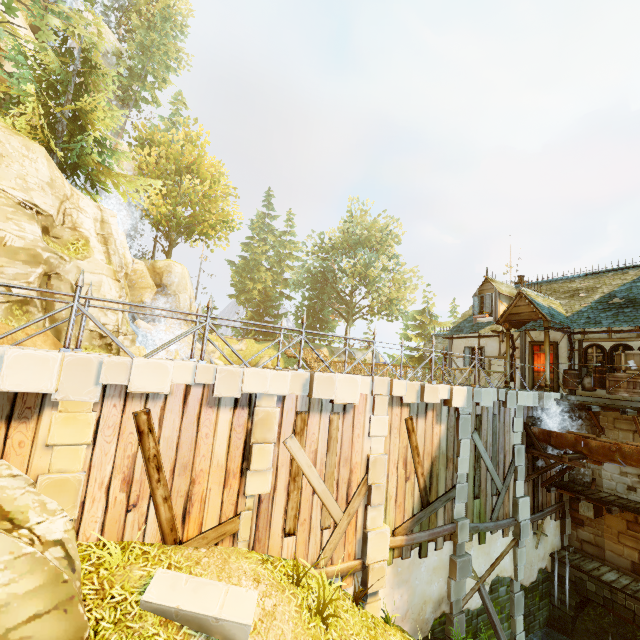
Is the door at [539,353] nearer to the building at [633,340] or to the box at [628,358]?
the building at [633,340]

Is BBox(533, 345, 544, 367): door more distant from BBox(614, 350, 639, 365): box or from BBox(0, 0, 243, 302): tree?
BBox(0, 0, 243, 302): tree

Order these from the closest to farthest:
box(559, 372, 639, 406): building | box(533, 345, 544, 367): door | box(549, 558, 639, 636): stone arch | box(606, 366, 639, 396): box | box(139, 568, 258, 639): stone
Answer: box(139, 568, 258, 639): stone, box(549, 558, 639, 636): stone arch, box(606, 366, 639, 396): box, box(559, 372, 639, 406): building, box(533, 345, 544, 367): door

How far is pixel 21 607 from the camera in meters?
3.7

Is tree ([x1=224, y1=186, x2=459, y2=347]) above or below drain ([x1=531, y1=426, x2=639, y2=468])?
above

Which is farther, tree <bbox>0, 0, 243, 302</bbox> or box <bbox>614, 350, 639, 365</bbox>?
tree <bbox>0, 0, 243, 302</bbox>

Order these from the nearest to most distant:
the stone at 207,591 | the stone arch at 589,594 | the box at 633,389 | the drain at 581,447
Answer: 1. the stone at 207,591
2. the drain at 581,447
3. the stone arch at 589,594
4. the box at 633,389

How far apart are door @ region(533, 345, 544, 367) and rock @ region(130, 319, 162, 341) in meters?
24.6 m
